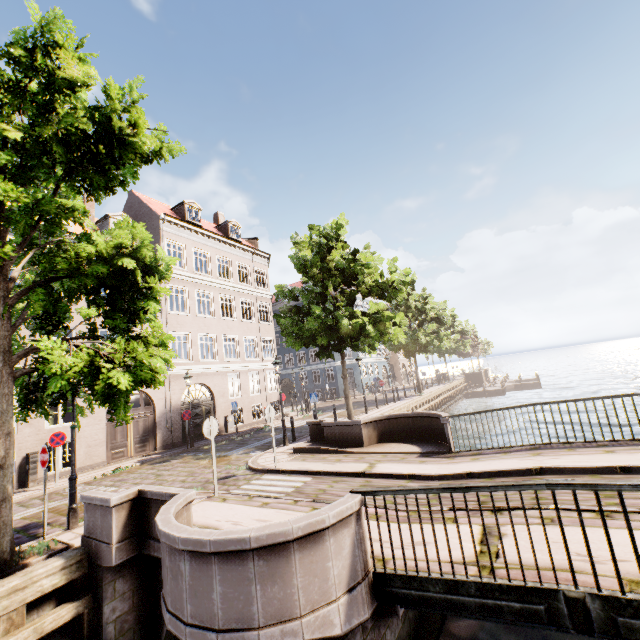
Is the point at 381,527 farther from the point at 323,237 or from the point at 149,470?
the point at 323,237

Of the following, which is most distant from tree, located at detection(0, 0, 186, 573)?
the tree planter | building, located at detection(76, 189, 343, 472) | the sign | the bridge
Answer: the sign

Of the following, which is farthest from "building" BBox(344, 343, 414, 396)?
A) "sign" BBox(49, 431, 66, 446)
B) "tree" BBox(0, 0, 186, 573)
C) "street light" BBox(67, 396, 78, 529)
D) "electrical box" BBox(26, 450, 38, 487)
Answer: "street light" BBox(67, 396, 78, 529)

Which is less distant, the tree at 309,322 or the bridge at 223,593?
the bridge at 223,593

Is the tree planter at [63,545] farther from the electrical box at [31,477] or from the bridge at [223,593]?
the electrical box at [31,477]

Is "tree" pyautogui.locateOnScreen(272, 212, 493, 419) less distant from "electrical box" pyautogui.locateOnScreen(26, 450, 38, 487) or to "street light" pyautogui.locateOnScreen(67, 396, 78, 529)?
"street light" pyautogui.locateOnScreen(67, 396, 78, 529)

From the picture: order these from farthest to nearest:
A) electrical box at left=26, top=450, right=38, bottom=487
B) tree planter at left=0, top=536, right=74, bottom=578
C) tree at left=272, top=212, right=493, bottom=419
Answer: tree at left=272, top=212, right=493, bottom=419, electrical box at left=26, top=450, right=38, bottom=487, tree planter at left=0, top=536, right=74, bottom=578

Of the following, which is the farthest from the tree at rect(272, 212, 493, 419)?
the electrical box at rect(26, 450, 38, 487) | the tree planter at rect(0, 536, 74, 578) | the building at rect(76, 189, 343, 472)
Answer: the electrical box at rect(26, 450, 38, 487)
